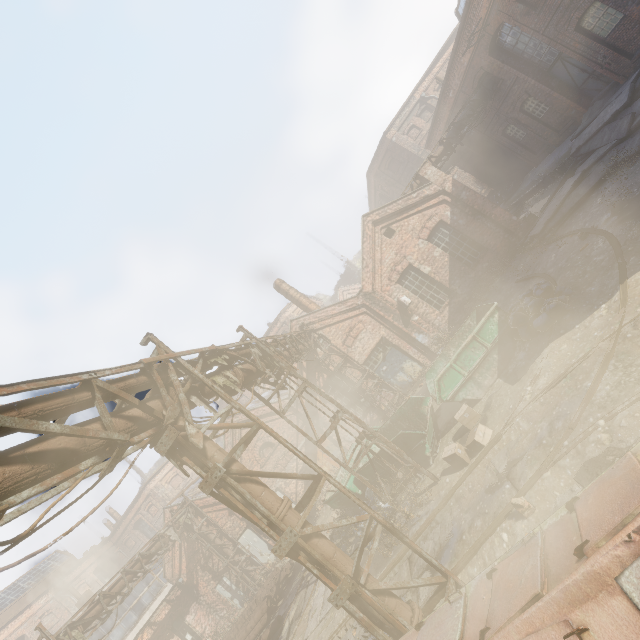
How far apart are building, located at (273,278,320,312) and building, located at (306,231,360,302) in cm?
2992

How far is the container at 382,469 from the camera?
10.62m

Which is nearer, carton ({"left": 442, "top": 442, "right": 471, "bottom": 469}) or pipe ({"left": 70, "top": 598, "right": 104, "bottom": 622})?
carton ({"left": 442, "top": 442, "right": 471, "bottom": 469})

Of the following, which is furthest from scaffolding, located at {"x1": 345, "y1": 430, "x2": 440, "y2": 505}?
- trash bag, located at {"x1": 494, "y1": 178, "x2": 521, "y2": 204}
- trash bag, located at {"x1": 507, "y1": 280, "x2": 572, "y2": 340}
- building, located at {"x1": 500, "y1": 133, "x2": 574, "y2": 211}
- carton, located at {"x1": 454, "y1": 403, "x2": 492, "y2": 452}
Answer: trash bag, located at {"x1": 494, "y1": 178, "x2": 521, "y2": 204}

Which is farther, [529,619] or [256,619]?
[256,619]

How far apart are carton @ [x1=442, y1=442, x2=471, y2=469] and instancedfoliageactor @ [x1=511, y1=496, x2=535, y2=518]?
2.3 meters

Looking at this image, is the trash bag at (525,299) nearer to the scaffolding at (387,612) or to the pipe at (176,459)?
the pipe at (176,459)

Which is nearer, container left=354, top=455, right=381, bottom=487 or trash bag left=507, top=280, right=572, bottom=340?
trash bag left=507, top=280, right=572, bottom=340
